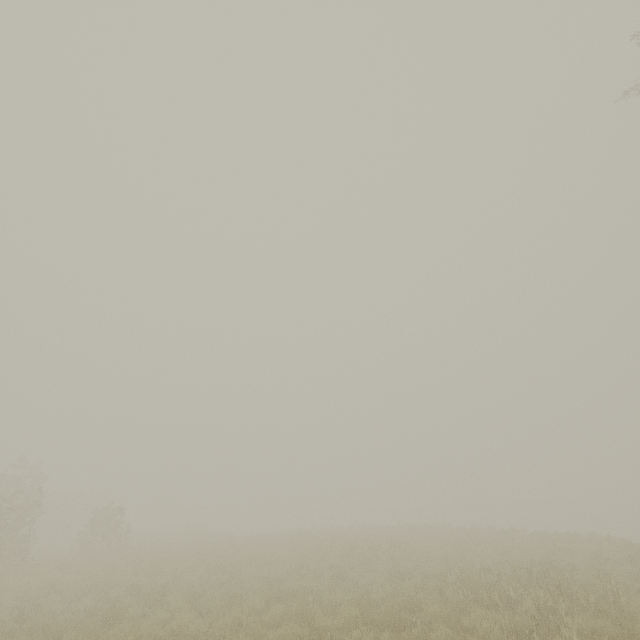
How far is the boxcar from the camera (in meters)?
42.34

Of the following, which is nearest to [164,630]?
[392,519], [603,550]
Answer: [603,550]

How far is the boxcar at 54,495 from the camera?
42.34m
